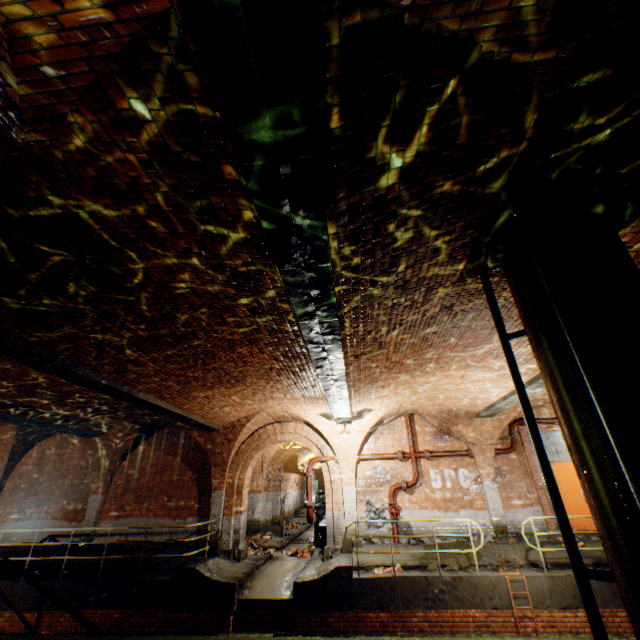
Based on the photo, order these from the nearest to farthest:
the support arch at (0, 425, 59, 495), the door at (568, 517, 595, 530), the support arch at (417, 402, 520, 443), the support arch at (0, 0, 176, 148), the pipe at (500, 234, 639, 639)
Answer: the support arch at (0, 0, 176, 148)
the pipe at (500, 234, 639, 639)
the door at (568, 517, 595, 530)
the support arch at (417, 402, 520, 443)
the support arch at (0, 425, 59, 495)

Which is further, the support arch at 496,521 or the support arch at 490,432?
the support arch at 490,432

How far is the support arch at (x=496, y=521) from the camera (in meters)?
10.72

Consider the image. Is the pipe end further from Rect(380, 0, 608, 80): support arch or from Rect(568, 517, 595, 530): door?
Rect(568, 517, 595, 530): door

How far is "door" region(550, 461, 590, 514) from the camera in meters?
10.9

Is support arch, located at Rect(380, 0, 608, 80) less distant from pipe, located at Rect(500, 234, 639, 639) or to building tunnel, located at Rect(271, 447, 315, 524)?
pipe, located at Rect(500, 234, 639, 639)

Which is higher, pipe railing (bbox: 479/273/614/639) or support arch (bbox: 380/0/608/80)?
support arch (bbox: 380/0/608/80)

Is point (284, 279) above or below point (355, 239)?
below
